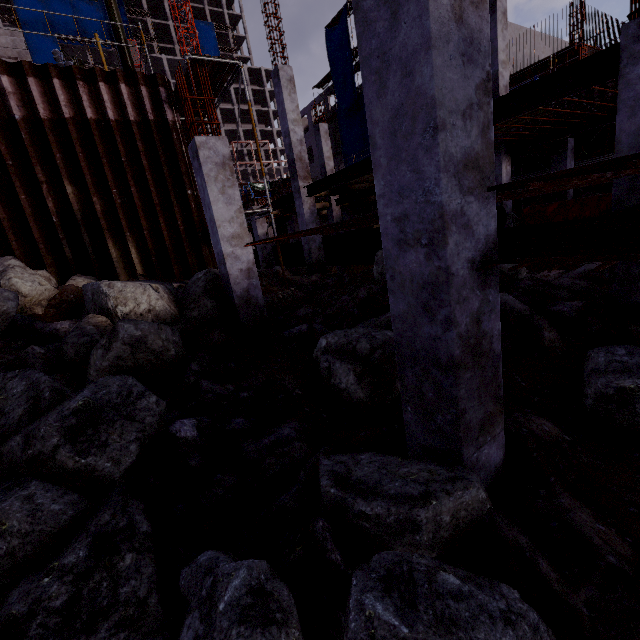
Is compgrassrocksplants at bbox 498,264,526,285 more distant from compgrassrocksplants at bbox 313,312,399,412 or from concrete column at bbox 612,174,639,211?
Answer: compgrassrocksplants at bbox 313,312,399,412

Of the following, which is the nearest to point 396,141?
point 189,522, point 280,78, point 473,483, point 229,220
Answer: point 473,483

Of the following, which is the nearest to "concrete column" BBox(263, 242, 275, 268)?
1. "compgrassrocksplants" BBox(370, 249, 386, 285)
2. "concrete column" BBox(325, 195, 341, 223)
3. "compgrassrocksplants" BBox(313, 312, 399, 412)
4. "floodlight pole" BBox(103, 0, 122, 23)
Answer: "concrete column" BBox(325, 195, 341, 223)

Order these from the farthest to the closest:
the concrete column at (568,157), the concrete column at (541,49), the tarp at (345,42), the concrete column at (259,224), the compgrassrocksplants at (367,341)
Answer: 1. the concrete column at (541,49)
2. the tarp at (345,42)
3. the concrete column at (259,224)
4. the concrete column at (568,157)
5. the compgrassrocksplants at (367,341)

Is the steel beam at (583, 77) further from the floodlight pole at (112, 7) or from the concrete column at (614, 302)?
the floodlight pole at (112, 7)

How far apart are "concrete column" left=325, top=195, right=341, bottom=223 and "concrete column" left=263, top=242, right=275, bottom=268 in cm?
430

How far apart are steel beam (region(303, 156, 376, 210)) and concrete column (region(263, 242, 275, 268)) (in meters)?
4.55

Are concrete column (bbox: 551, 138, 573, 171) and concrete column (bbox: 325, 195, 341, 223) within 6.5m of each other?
no
